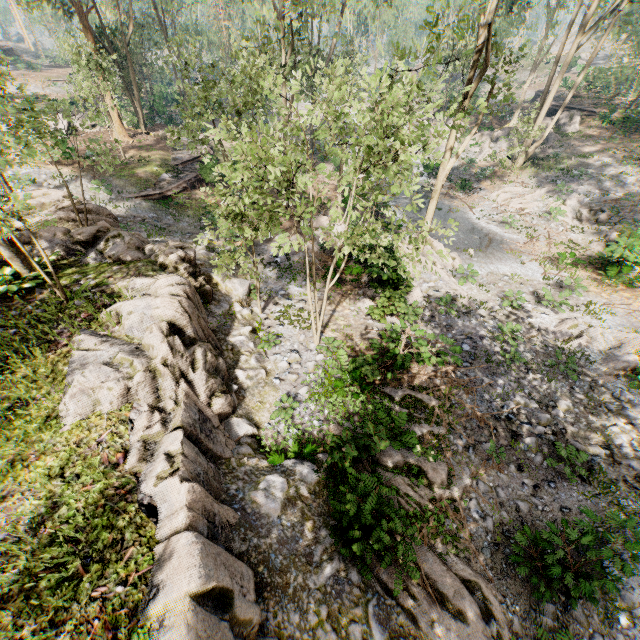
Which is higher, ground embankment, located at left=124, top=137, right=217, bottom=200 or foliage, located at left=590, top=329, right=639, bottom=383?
ground embankment, located at left=124, top=137, right=217, bottom=200

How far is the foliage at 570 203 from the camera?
22.4m

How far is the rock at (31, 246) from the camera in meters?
12.1 m

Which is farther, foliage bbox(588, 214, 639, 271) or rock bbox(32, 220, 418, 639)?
foliage bbox(588, 214, 639, 271)

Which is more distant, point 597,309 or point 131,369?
point 597,309

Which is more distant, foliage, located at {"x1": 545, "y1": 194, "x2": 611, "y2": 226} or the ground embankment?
foliage, located at {"x1": 545, "y1": 194, "x2": 611, "y2": 226}

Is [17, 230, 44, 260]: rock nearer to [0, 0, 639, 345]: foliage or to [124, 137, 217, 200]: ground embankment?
[0, 0, 639, 345]: foliage
